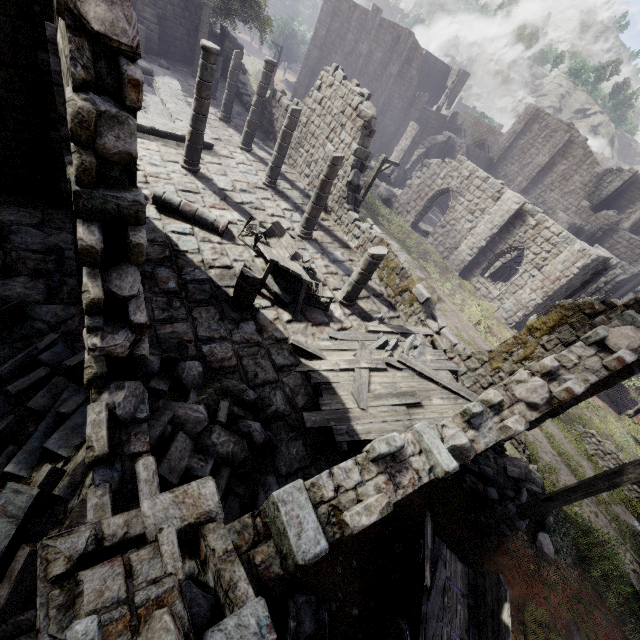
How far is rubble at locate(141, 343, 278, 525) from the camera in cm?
480

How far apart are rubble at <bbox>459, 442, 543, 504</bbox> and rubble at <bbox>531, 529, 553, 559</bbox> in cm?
21

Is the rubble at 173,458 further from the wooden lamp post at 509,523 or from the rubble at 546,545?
the rubble at 546,545

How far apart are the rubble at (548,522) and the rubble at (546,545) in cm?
27

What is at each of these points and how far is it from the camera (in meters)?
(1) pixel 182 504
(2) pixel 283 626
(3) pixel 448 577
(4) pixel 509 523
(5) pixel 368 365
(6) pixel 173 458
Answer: (1) building, 3.03
(2) rubble, 5.02
(3) cart, 6.68
(4) wooden lamp post, 8.17
(5) wooden plank rubble, 8.52
(6) rubble, 4.66

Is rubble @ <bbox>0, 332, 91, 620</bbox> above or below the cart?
above

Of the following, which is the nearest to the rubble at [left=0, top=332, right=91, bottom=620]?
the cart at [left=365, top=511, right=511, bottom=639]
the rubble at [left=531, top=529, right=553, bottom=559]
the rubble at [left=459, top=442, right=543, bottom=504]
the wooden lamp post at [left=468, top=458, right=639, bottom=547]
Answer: the cart at [left=365, top=511, right=511, bottom=639]

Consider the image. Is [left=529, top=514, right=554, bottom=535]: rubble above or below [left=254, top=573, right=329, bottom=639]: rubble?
below
